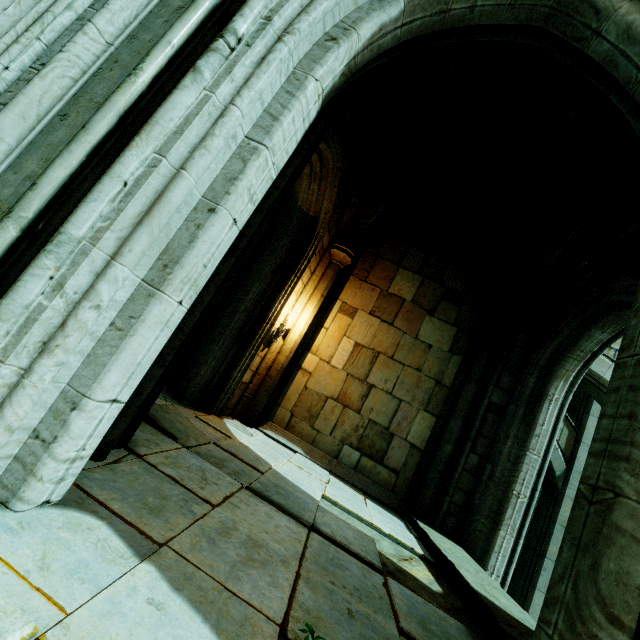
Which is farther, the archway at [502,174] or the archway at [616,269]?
the archway at [616,269]

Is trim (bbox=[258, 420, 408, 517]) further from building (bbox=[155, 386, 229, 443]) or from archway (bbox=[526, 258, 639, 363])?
archway (bbox=[526, 258, 639, 363])

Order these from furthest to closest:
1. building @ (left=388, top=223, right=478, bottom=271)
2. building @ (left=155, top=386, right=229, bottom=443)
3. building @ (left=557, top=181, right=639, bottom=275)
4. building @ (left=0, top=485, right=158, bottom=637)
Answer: building @ (left=388, top=223, right=478, bottom=271), building @ (left=557, top=181, right=639, bottom=275), building @ (left=155, top=386, right=229, bottom=443), building @ (left=0, top=485, right=158, bottom=637)

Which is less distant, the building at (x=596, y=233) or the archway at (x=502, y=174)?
the archway at (x=502, y=174)

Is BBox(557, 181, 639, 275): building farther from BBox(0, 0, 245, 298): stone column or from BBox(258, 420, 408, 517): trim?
BBox(258, 420, 408, 517): trim

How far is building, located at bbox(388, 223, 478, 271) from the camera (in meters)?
8.65

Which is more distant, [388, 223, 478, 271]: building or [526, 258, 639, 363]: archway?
[388, 223, 478, 271]: building

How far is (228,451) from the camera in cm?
425
